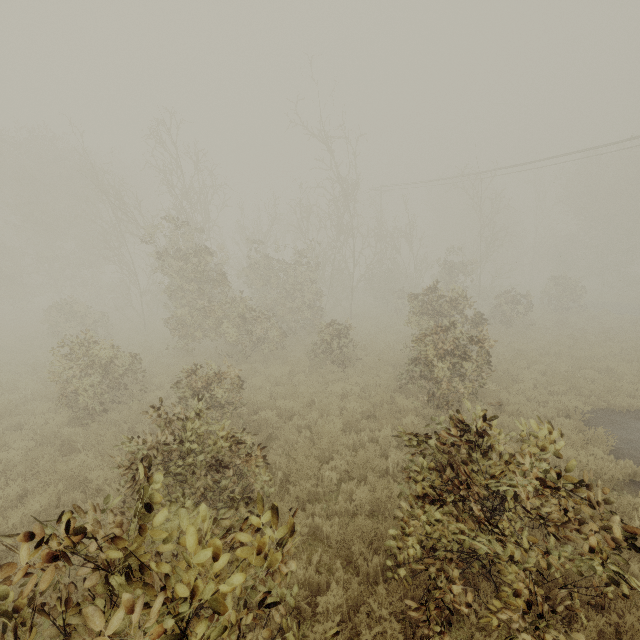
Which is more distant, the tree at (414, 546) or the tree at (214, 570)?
the tree at (414, 546)

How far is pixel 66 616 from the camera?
2.3m

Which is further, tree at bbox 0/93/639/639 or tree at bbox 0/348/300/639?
tree at bbox 0/93/639/639
